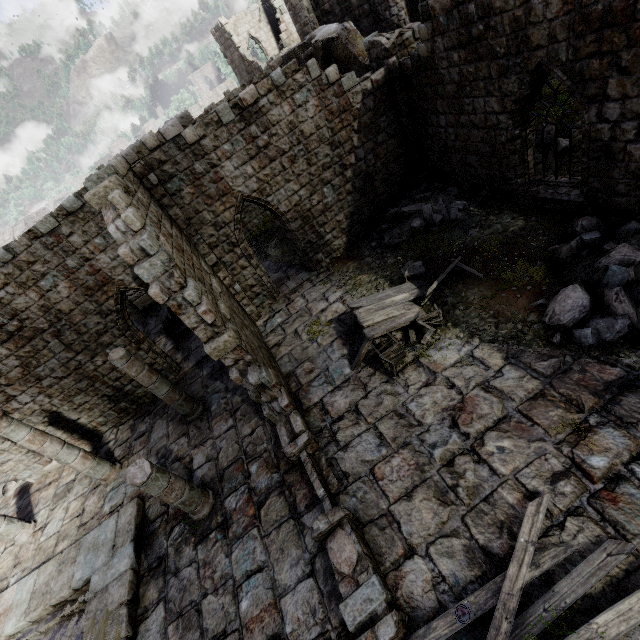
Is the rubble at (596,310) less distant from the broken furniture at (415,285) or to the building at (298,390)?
the building at (298,390)

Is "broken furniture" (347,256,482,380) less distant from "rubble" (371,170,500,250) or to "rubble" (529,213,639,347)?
"rubble" (371,170,500,250)

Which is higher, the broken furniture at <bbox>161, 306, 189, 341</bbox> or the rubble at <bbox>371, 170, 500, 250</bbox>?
the rubble at <bbox>371, 170, 500, 250</bbox>

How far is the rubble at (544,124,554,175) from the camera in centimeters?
1017cm

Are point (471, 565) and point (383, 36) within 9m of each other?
no

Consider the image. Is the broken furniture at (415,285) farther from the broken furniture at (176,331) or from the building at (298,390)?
the broken furniture at (176,331)

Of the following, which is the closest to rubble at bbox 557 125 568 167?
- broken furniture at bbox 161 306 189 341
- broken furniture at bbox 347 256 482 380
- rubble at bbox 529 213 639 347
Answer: broken furniture at bbox 347 256 482 380
